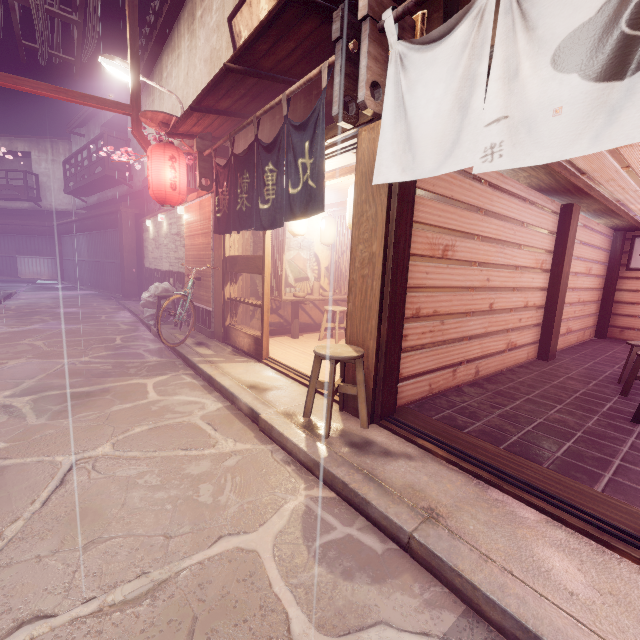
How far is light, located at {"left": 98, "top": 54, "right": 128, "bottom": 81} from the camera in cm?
1170

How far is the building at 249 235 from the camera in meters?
11.6

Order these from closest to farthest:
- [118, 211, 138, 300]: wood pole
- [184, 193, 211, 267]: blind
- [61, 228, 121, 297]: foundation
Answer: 1. [184, 193, 211, 267]: blind
2. [118, 211, 138, 300]: wood pole
3. [61, 228, 121, 297]: foundation

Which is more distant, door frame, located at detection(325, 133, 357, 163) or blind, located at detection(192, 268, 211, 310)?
blind, located at detection(192, 268, 211, 310)

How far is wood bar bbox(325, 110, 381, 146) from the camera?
5.3 meters

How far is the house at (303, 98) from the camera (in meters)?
7.18

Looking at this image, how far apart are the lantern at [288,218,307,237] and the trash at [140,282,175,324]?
7.4m

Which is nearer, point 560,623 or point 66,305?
point 560,623
